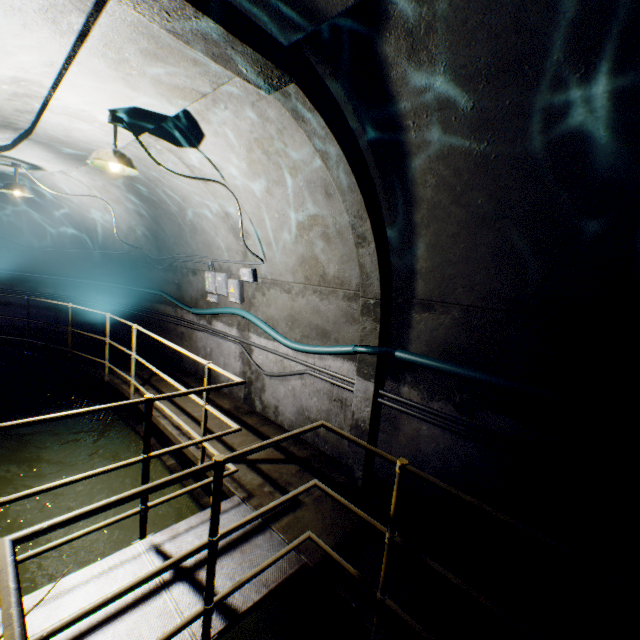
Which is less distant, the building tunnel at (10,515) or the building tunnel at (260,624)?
the building tunnel at (260,624)

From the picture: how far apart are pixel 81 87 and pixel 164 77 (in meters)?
0.92

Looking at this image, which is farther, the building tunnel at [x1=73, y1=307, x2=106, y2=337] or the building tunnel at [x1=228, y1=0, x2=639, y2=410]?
the building tunnel at [x1=73, y1=307, x2=106, y2=337]

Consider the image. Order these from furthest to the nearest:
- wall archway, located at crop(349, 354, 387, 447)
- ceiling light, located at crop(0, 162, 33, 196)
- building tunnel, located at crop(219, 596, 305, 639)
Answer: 1. ceiling light, located at crop(0, 162, 33, 196)
2. wall archway, located at crop(349, 354, 387, 447)
3. building tunnel, located at crop(219, 596, 305, 639)

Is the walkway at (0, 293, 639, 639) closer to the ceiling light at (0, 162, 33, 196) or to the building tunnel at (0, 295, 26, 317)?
the building tunnel at (0, 295, 26, 317)

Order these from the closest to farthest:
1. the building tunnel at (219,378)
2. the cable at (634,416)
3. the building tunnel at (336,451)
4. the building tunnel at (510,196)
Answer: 1. the building tunnel at (510,196)
2. the cable at (634,416)
3. the building tunnel at (336,451)
4. the building tunnel at (219,378)
